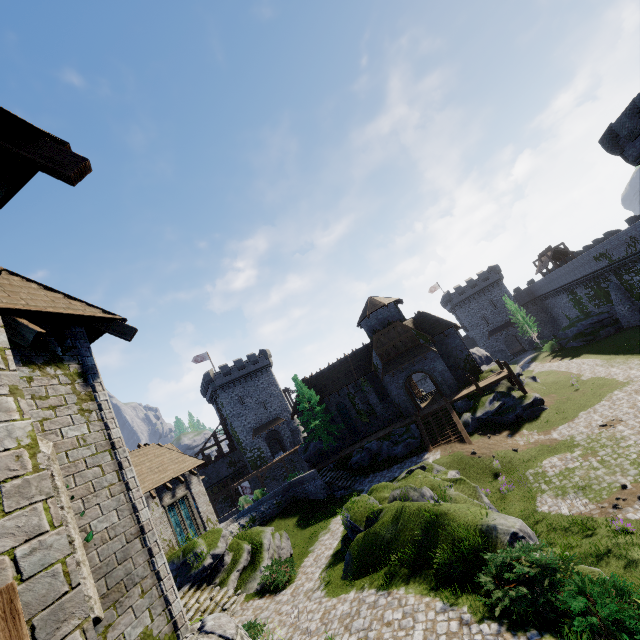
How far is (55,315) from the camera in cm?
557

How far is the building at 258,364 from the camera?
50.1 meters

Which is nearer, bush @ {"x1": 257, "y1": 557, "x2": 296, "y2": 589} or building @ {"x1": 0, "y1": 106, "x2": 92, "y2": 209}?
building @ {"x1": 0, "y1": 106, "x2": 92, "y2": 209}

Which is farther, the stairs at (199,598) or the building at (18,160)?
the stairs at (199,598)

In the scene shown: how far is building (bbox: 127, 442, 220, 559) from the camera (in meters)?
20.95

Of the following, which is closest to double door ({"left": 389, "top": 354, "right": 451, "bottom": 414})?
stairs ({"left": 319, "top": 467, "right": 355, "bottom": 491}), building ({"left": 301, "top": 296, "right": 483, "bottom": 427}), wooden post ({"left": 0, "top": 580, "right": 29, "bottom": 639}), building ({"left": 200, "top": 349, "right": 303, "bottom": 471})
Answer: building ({"left": 301, "top": 296, "right": 483, "bottom": 427})

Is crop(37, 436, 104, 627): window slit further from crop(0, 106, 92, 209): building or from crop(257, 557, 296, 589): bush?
crop(257, 557, 296, 589): bush

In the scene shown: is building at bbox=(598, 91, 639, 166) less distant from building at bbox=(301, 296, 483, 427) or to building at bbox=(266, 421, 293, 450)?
building at bbox=(301, 296, 483, 427)
